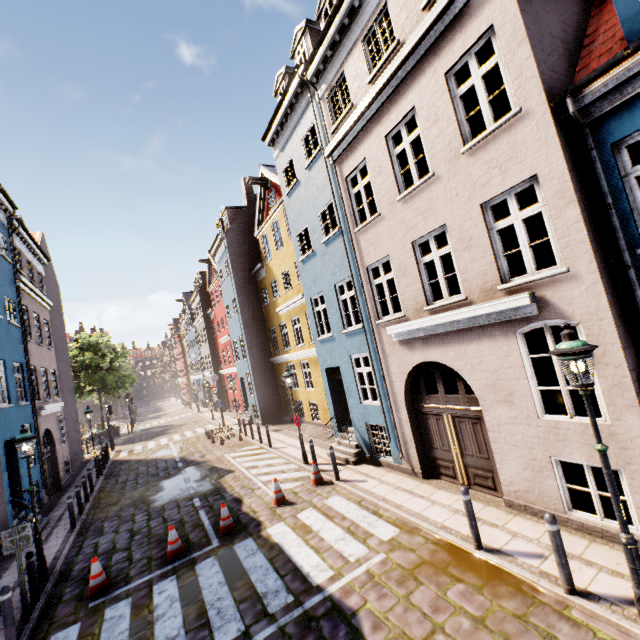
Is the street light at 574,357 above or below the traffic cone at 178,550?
above

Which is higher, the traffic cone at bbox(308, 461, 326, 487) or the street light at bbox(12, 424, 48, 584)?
the street light at bbox(12, 424, 48, 584)

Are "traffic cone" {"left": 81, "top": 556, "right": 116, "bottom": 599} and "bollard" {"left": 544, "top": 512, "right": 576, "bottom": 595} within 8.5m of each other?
no

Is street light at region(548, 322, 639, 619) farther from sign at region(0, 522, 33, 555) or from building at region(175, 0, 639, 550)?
sign at region(0, 522, 33, 555)

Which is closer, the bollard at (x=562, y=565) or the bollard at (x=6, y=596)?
the bollard at (x=562, y=565)

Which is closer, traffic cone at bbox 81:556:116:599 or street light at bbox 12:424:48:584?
traffic cone at bbox 81:556:116:599

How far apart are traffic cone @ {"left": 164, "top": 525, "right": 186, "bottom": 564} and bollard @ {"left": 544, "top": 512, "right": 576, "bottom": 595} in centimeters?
810cm

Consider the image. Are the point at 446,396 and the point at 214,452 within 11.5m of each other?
no
